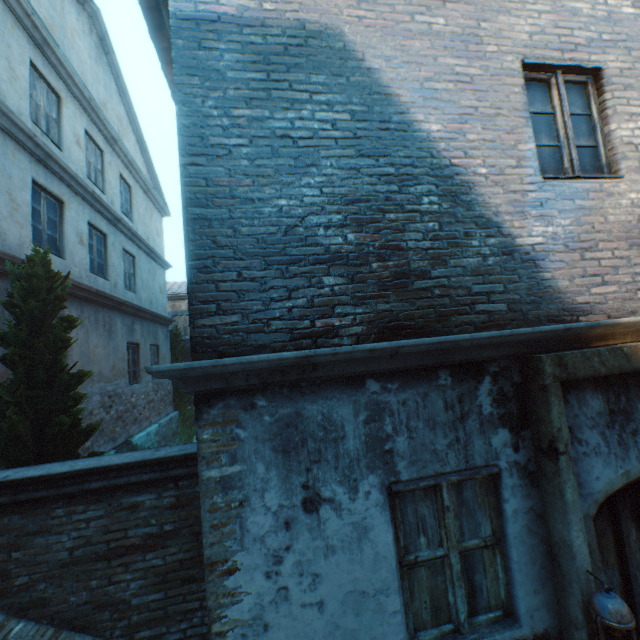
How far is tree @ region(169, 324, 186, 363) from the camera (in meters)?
14.64

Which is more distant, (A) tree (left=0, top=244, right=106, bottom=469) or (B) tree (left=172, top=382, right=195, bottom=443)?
(B) tree (left=172, top=382, right=195, bottom=443)

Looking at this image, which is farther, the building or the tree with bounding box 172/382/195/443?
the tree with bounding box 172/382/195/443

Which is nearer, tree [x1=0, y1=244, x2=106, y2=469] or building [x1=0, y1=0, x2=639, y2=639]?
building [x1=0, y1=0, x2=639, y2=639]

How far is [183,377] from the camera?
2.34m

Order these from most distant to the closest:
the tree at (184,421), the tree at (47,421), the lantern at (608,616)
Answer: the tree at (184,421), the tree at (47,421), the lantern at (608,616)

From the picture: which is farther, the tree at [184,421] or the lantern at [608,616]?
the tree at [184,421]
